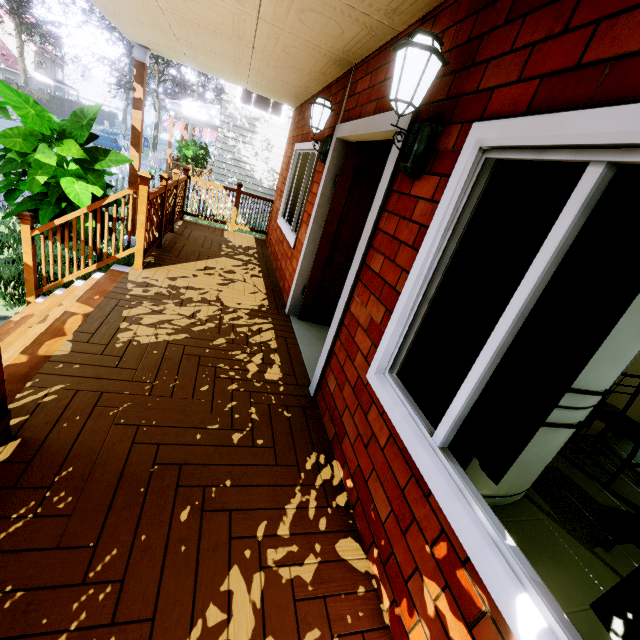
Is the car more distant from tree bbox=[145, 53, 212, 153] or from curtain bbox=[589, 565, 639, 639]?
curtain bbox=[589, 565, 639, 639]

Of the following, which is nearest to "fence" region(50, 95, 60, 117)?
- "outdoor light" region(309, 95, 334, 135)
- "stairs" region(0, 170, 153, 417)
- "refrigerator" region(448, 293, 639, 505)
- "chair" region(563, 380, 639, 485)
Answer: "stairs" region(0, 170, 153, 417)

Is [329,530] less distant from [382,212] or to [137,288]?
[382,212]

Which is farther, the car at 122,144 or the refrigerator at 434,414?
the car at 122,144

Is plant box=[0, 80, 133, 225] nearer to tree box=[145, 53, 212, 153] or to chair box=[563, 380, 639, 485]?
tree box=[145, 53, 212, 153]

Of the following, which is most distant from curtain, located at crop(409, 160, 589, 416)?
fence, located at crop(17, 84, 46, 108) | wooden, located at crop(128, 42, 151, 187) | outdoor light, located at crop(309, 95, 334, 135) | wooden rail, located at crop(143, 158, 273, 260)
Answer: wooden, located at crop(128, 42, 151, 187)

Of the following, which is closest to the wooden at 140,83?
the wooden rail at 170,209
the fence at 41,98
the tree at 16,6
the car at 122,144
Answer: the wooden rail at 170,209

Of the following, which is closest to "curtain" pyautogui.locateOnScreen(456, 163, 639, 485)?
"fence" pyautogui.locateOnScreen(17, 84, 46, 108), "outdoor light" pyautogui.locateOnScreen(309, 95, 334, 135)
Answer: "outdoor light" pyautogui.locateOnScreen(309, 95, 334, 135)
